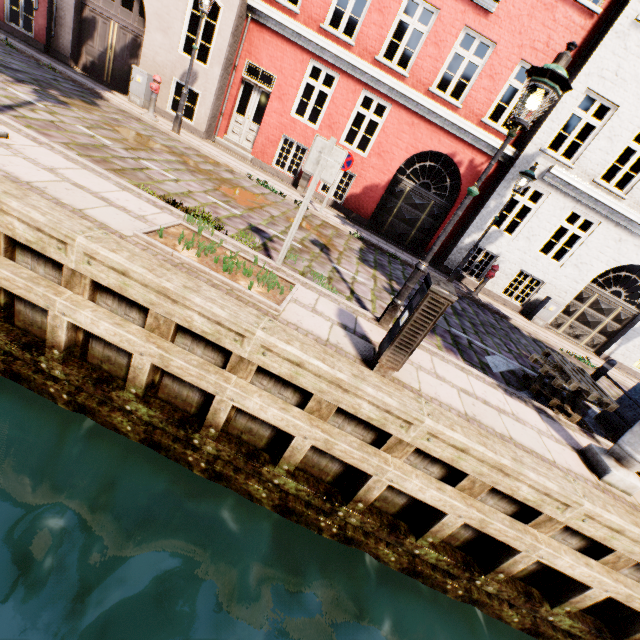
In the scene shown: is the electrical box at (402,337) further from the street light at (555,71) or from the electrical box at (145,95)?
the electrical box at (145,95)

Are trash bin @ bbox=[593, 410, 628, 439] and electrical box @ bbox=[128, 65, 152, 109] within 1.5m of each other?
no

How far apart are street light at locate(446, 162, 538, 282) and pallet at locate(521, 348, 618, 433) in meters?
4.6 m

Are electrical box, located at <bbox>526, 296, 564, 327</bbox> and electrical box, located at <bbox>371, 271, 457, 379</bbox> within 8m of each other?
no

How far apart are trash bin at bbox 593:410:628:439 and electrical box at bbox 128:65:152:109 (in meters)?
15.48

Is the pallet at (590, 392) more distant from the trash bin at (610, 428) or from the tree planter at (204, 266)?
the tree planter at (204, 266)

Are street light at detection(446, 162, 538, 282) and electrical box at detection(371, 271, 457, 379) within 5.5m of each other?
no

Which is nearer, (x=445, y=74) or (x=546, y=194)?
(x=546, y=194)
